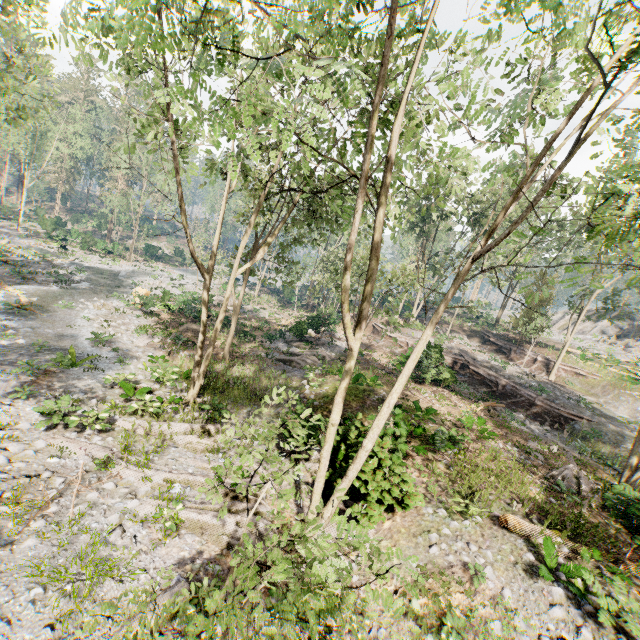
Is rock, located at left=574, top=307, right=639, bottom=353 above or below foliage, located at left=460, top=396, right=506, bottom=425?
above

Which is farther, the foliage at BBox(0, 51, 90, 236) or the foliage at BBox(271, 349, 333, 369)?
the foliage at BBox(271, 349, 333, 369)

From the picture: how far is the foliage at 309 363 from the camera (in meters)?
22.88

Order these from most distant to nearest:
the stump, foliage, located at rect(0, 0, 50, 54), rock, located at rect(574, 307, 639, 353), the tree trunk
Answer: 1. rock, located at rect(574, 307, 639, 353)
2. the tree trunk
3. the stump
4. foliage, located at rect(0, 0, 50, 54)

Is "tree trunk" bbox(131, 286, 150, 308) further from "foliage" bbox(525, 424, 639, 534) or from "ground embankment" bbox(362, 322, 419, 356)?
"ground embankment" bbox(362, 322, 419, 356)

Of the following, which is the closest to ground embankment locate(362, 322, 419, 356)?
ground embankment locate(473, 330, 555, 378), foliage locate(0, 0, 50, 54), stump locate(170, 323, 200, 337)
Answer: foliage locate(0, 0, 50, 54)

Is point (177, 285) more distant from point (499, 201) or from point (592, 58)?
point (592, 58)

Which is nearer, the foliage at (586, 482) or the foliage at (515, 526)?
the foliage at (586, 482)
